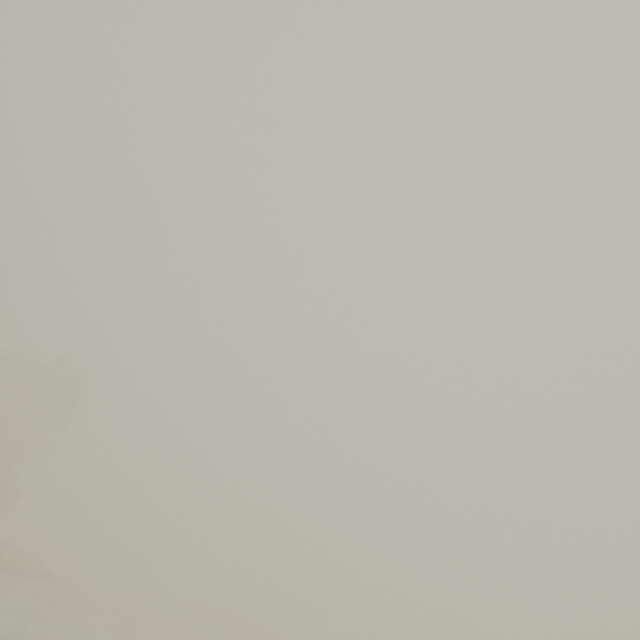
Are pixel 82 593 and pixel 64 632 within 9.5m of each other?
no
